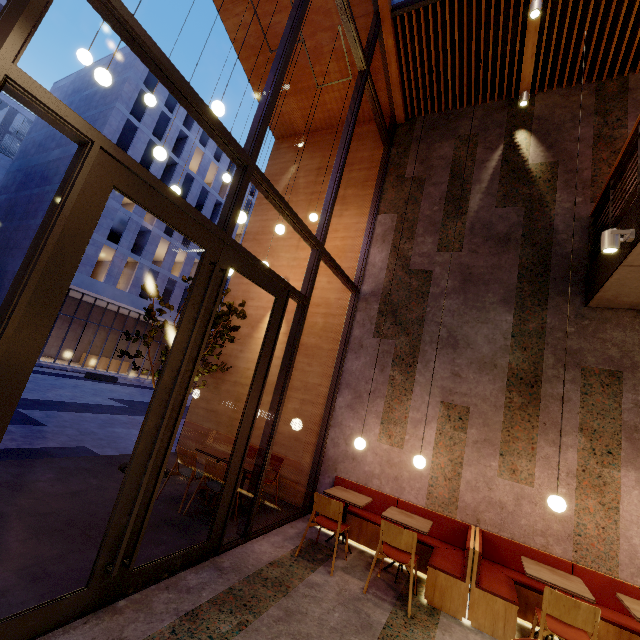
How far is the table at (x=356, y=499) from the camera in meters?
4.9

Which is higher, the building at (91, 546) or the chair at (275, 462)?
the chair at (275, 462)

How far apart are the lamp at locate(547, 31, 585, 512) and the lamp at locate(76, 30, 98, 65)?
4.8m

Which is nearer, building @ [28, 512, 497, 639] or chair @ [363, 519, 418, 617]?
building @ [28, 512, 497, 639]

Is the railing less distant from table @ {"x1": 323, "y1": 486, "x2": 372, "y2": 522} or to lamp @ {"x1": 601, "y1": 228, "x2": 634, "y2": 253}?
lamp @ {"x1": 601, "y1": 228, "x2": 634, "y2": 253}

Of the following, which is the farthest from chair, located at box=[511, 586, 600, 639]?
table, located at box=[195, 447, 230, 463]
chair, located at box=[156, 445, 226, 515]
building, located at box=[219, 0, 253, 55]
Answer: chair, located at box=[156, 445, 226, 515]

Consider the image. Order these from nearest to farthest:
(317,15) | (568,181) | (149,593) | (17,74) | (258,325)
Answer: (17,74), (149,593), (568,181), (317,15), (258,325)

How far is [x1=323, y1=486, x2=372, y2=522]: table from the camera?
4.9m
